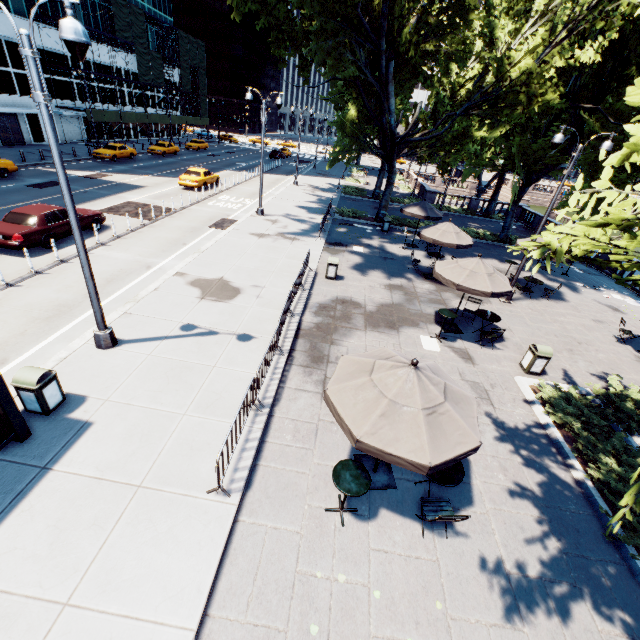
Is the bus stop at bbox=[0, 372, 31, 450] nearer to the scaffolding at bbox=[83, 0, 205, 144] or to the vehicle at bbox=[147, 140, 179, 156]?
the vehicle at bbox=[147, 140, 179, 156]

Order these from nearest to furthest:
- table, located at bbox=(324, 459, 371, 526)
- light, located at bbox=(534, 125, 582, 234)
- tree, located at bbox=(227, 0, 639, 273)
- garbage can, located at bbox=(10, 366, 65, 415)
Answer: tree, located at bbox=(227, 0, 639, 273) → table, located at bbox=(324, 459, 371, 526) → garbage can, located at bbox=(10, 366, 65, 415) → light, located at bbox=(534, 125, 582, 234)

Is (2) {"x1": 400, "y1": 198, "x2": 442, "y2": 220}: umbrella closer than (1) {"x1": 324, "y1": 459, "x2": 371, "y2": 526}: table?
No

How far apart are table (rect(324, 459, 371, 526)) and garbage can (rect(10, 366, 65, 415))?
6.2 meters

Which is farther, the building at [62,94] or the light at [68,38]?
the building at [62,94]

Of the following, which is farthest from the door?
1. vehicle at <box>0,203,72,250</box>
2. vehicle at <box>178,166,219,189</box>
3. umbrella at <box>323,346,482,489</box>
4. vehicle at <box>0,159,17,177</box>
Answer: umbrella at <box>323,346,482,489</box>

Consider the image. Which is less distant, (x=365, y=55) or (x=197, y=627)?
(x=197, y=627)

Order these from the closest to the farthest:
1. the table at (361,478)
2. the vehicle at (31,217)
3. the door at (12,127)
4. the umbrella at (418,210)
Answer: the table at (361,478) → the vehicle at (31,217) → the umbrella at (418,210) → the door at (12,127)
